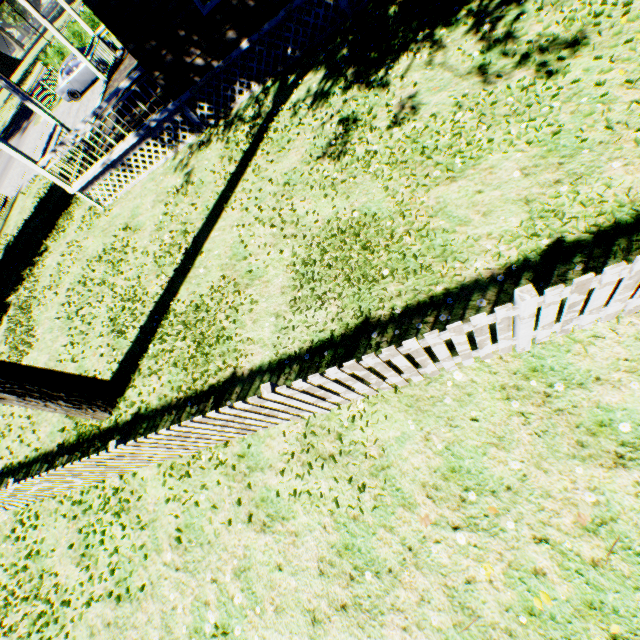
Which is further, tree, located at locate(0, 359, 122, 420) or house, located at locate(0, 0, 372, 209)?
house, located at locate(0, 0, 372, 209)

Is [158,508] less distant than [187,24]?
Yes

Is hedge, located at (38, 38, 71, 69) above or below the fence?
above

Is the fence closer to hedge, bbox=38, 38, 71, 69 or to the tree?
the tree

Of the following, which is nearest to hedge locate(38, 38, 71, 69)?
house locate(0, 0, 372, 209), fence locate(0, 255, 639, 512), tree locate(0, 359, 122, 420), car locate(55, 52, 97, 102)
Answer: car locate(55, 52, 97, 102)

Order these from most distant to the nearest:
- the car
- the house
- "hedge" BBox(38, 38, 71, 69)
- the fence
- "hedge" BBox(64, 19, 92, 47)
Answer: "hedge" BBox(38, 38, 71, 69), "hedge" BBox(64, 19, 92, 47), the car, the house, the fence

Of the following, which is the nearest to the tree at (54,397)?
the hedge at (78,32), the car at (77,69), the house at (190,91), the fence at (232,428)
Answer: the fence at (232,428)
